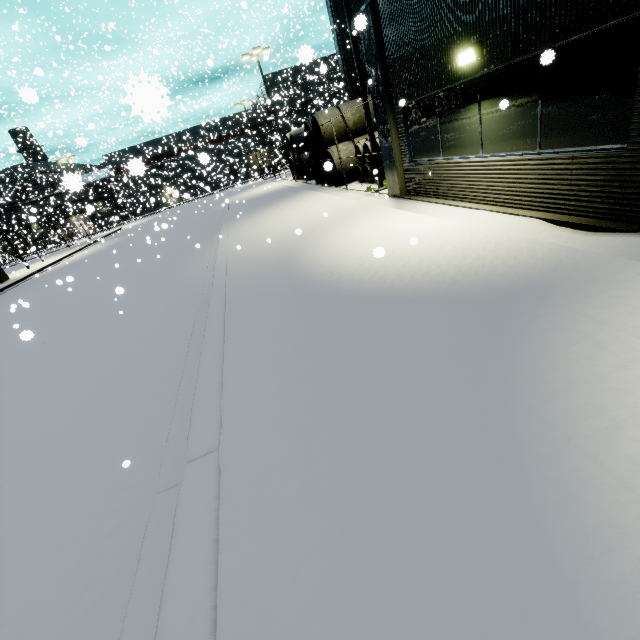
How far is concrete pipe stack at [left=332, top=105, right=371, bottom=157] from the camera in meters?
14.8 m

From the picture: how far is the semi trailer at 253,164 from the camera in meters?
42.8

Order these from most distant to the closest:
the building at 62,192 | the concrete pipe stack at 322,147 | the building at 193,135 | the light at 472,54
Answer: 1. the building at 193,135
2. the building at 62,192
3. the concrete pipe stack at 322,147
4. the light at 472,54

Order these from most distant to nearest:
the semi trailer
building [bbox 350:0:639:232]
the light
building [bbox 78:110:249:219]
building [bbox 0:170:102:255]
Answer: the semi trailer
building [bbox 78:110:249:219]
building [bbox 0:170:102:255]
the light
building [bbox 350:0:639:232]

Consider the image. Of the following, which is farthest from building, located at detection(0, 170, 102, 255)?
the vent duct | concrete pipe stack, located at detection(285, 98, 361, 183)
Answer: concrete pipe stack, located at detection(285, 98, 361, 183)

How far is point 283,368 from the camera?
3.9 meters

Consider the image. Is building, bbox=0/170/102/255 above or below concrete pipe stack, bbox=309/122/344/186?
above
